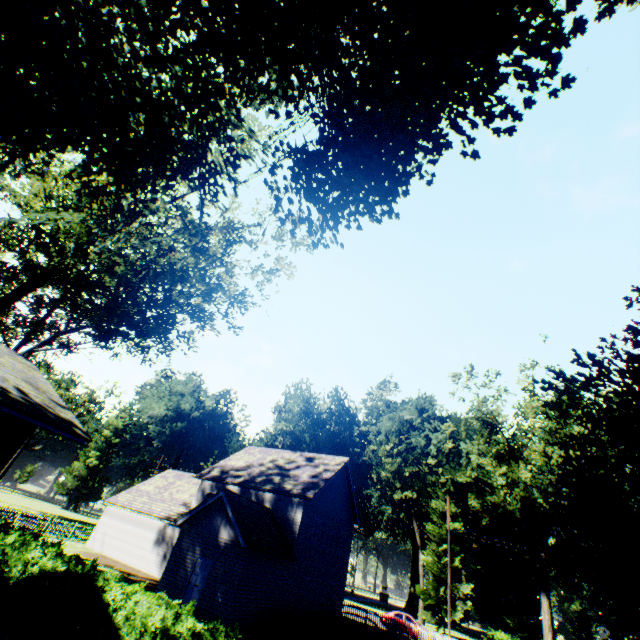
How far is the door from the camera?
16.9 meters

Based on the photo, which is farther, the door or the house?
the door

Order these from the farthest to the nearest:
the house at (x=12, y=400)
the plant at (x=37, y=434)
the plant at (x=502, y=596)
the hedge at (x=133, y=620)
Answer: the plant at (x=37, y=434) < the hedge at (x=133, y=620) < the house at (x=12, y=400) < the plant at (x=502, y=596)

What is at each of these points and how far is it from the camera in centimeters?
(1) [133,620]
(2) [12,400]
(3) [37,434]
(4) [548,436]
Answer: (1) hedge, 789cm
(2) house, 616cm
(3) plant, 5206cm
(4) tree, 2341cm

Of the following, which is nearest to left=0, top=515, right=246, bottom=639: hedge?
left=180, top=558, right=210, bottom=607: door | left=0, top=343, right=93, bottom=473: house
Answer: left=0, top=343, right=93, bottom=473: house

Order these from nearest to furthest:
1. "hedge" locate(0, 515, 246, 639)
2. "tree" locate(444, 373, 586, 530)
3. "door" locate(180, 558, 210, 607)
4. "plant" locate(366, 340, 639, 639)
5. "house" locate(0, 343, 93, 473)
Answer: "plant" locate(366, 340, 639, 639) → "house" locate(0, 343, 93, 473) → "hedge" locate(0, 515, 246, 639) → "door" locate(180, 558, 210, 607) → "tree" locate(444, 373, 586, 530)

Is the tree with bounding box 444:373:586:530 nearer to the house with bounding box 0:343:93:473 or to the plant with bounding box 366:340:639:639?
the plant with bounding box 366:340:639:639

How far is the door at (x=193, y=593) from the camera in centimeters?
1691cm
